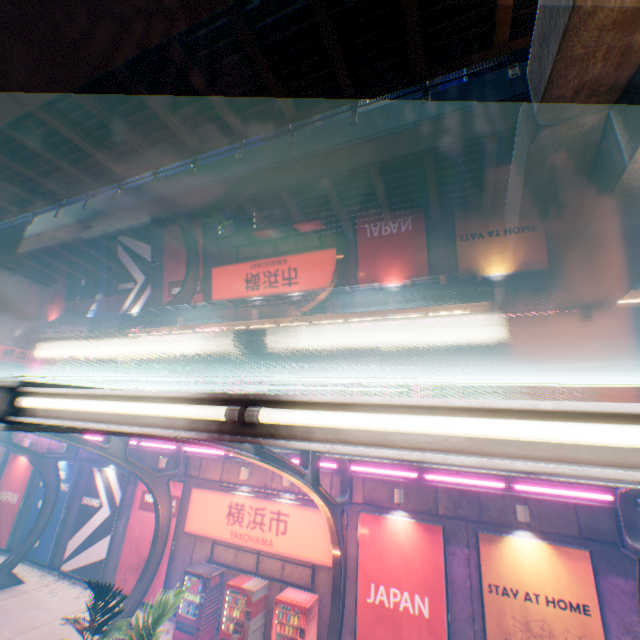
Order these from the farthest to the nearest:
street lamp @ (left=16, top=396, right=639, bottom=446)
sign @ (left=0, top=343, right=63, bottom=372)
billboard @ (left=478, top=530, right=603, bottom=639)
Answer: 1. sign @ (left=0, top=343, right=63, bottom=372)
2. billboard @ (left=478, top=530, right=603, bottom=639)
3. street lamp @ (left=16, top=396, right=639, bottom=446)

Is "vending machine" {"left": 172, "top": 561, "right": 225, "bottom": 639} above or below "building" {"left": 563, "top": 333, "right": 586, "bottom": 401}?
below

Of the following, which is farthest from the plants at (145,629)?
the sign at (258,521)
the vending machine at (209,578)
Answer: the sign at (258,521)

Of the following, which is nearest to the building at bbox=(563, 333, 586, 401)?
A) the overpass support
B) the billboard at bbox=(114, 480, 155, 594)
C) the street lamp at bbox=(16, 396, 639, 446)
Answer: the overpass support

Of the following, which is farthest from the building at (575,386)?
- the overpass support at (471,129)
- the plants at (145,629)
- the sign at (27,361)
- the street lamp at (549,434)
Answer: the street lamp at (549,434)

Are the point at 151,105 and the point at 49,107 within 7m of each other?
yes

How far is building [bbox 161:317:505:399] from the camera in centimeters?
3059cm

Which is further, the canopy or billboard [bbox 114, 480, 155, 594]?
billboard [bbox 114, 480, 155, 594]
